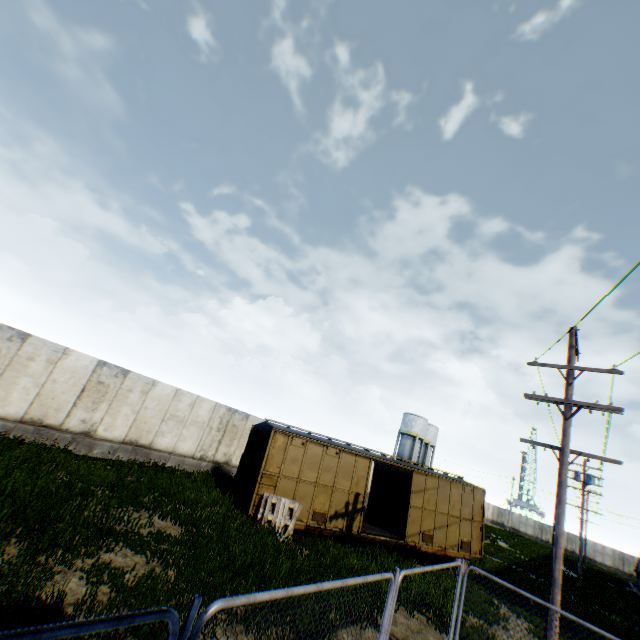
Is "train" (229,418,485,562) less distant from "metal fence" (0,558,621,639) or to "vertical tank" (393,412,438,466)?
"metal fence" (0,558,621,639)

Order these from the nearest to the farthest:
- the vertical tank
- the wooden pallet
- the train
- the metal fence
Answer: the metal fence, the wooden pallet, the train, the vertical tank

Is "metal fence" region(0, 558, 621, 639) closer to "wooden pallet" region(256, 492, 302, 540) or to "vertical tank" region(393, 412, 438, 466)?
"wooden pallet" region(256, 492, 302, 540)

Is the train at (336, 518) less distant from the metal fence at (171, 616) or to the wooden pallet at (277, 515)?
the wooden pallet at (277, 515)

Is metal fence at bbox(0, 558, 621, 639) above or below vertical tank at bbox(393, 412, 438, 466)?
below

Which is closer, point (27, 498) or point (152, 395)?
point (27, 498)

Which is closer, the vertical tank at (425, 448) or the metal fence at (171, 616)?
the metal fence at (171, 616)

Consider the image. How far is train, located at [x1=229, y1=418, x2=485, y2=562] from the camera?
13.1 meters
